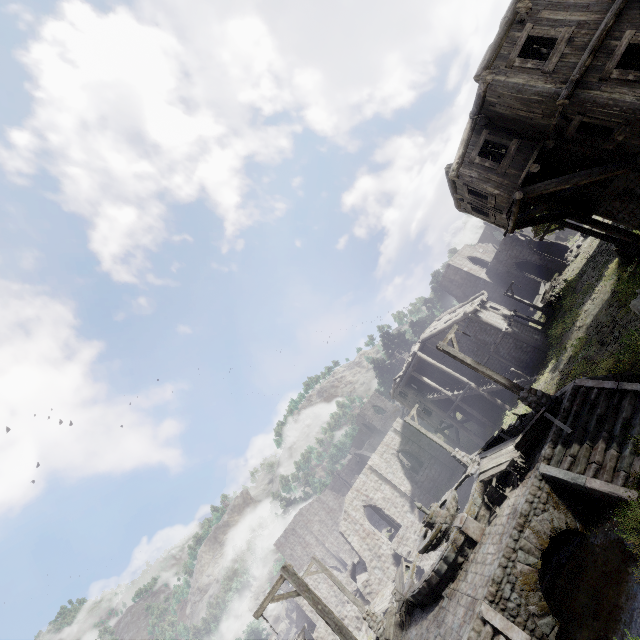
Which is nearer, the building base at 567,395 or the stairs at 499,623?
the stairs at 499,623

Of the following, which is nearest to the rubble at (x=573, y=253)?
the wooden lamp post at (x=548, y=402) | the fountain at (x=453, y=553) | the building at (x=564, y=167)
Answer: the building at (x=564, y=167)

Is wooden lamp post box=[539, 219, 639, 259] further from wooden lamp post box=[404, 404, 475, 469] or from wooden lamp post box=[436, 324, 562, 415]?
wooden lamp post box=[404, 404, 475, 469]

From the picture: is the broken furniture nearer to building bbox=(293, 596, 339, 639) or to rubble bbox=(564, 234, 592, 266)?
building bbox=(293, 596, 339, 639)

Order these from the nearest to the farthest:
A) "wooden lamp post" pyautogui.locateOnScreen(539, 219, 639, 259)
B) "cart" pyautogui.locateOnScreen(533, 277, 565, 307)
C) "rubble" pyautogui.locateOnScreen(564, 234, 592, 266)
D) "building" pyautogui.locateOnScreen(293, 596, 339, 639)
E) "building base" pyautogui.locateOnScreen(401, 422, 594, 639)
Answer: "building base" pyautogui.locateOnScreen(401, 422, 594, 639)
"wooden lamp post" pyautogui.locateOnScreen(539, 219, 639, 259)
"building" pyautogui.locateOnScreen(293, 596, 339, 639)
"cart" pyautogui.locateOnScreen(533, 277, 565, 307)
"rubble" pyautogui.locateOnScreen(564, 234, 592, 266)

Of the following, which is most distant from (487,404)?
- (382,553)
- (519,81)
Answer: (519,81)

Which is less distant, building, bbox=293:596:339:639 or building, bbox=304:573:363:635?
building, bbox=293:596:339:639

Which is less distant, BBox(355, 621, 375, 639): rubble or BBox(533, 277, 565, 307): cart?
BBox(355, 621, 375, 639): rubble
